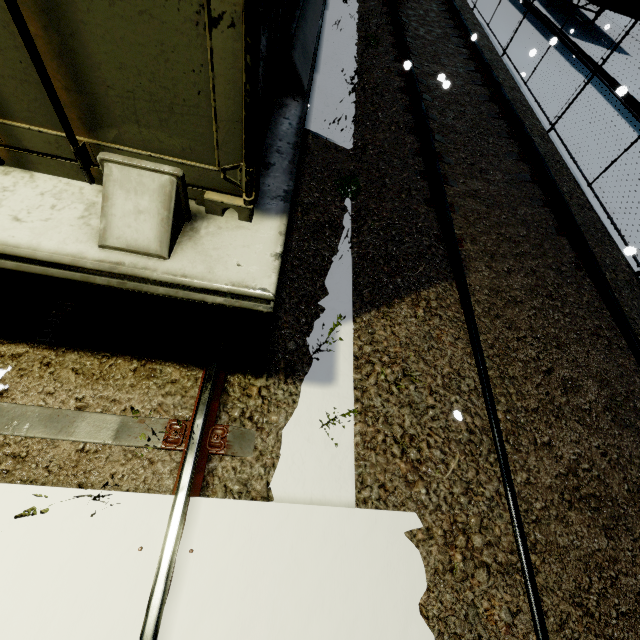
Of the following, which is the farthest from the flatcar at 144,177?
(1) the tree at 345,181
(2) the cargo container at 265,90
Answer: (1) the tree at 345,181

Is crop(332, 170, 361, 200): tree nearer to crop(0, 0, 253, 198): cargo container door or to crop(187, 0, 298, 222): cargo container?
crop(187, 0, 298, 222): cargo container

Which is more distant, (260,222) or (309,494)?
(309,494)

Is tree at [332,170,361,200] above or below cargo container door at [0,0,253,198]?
below

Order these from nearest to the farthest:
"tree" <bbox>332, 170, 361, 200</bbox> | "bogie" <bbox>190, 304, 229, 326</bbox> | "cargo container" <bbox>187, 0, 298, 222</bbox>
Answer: "cargo container" <bbox>187, 0, 298, 222</bbox>, "bogie" <bbox>190, 304, 229, 326</bbox>, "tree" <bbox>332, 170, 361, 200</bbox>

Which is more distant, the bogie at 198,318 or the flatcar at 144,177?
the bogie at 198,318

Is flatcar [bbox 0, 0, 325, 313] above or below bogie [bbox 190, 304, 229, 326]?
→ above
